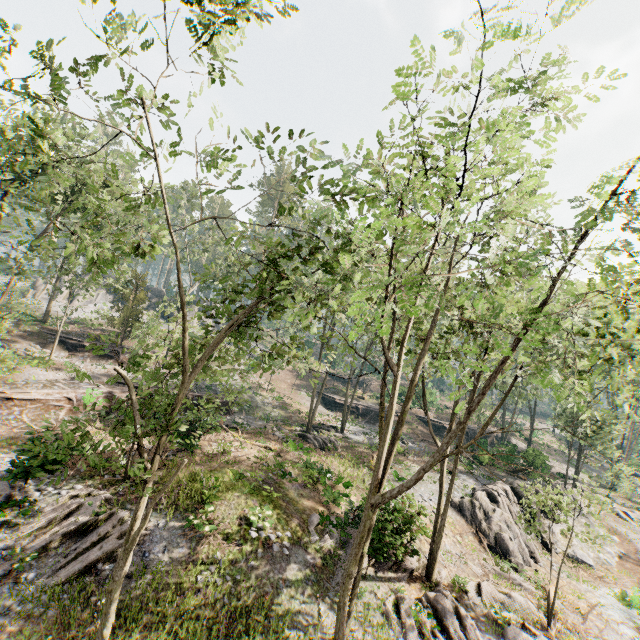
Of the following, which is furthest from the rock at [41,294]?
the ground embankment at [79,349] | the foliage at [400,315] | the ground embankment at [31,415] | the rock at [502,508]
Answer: the rock at [502,508]

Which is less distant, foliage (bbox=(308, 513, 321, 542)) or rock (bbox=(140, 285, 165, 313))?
foliage (bbox=(308, 513, 321, 542))

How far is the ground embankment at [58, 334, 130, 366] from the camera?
31.1m

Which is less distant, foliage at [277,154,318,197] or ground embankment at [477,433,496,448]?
foliage at [277,154,318,197]

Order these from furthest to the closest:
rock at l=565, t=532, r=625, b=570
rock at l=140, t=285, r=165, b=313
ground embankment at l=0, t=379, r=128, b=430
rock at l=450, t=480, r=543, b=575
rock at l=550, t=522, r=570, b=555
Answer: rock at l=140, t=285, r=165, b=313 → rock at l=550, t=522, r=570, b=555 → rock at l=565, t=532, r=625, b=570 → rock at l=450, t=480, r=543, b=575 → ground embankment at l=0, t=379, r=128, b=430

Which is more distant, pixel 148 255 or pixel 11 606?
pixel 148 255

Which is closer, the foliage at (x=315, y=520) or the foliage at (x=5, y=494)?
the foliage at (x=5, y=494)

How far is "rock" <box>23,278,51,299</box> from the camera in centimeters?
4565cm
